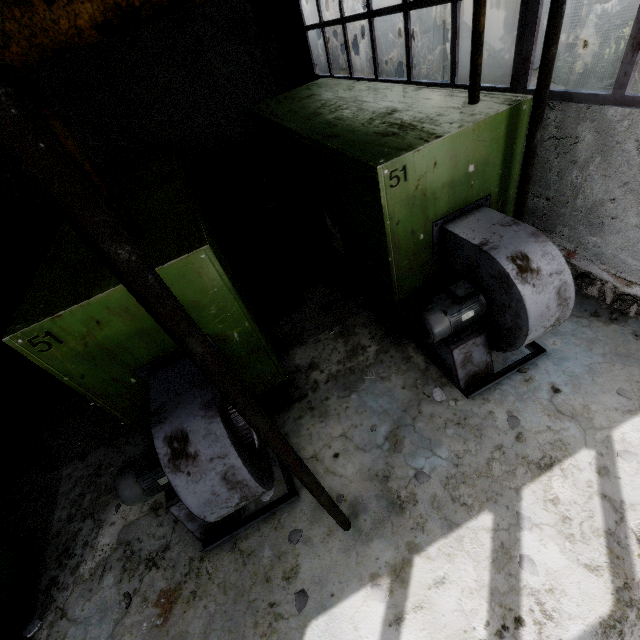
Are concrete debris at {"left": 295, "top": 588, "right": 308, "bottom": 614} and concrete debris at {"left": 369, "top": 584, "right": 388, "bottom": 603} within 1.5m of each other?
yes

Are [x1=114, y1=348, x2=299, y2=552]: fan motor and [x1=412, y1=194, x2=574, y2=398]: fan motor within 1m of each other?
no

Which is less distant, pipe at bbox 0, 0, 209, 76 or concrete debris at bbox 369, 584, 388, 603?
pipe at bbox 0, 0, 209, 76

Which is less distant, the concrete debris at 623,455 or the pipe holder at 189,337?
the pipe holder at 189,337

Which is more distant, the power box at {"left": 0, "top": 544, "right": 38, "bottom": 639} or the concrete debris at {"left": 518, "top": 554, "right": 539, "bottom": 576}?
the power box at {"left": 0, "top": 544, "right": 38, "bottom": 639}

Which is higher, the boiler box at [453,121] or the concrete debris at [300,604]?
the boiler box at [453,121]

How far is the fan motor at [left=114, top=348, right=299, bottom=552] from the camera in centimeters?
302cm

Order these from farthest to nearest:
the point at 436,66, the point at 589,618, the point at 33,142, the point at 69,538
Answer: the point at 436,66 < the point at 69,538 < the point at 589,618 < the point at 33,142
